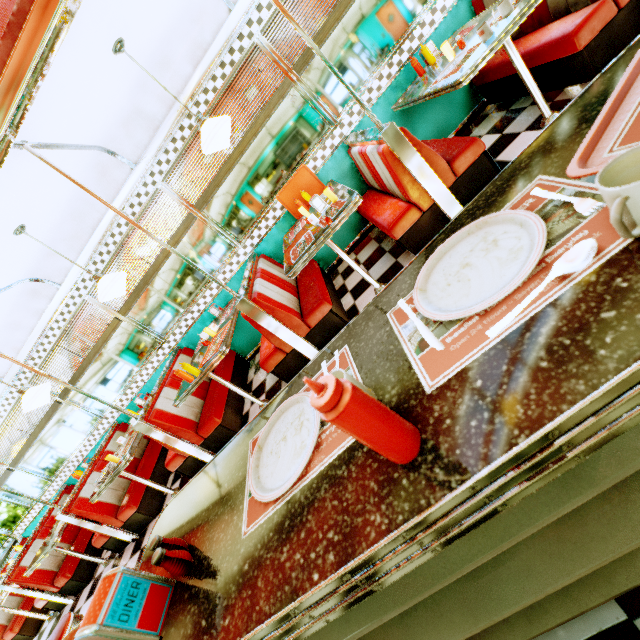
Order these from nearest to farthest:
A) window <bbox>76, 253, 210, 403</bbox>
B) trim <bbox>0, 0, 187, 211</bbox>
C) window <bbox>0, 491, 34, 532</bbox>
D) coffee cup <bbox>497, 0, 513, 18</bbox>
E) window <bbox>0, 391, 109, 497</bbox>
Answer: trim <bbox>0, 0, 187, 211</bbox> < coffee cup <bbox>497, 0, 513, 18</bbox> < window <bbox>76, 253, 210, 403</bbox> < window <bbox>0, 391, 109, 497</bbox> < window <bbox>0, 491, 34, 532</bbox>

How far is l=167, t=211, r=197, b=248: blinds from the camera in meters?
4.3

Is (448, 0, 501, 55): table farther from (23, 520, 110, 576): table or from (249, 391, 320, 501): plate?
(23, 520, 110, 576): table

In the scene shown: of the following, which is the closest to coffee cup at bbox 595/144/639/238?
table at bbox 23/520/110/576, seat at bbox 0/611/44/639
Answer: table at bbox 23/520/110/576

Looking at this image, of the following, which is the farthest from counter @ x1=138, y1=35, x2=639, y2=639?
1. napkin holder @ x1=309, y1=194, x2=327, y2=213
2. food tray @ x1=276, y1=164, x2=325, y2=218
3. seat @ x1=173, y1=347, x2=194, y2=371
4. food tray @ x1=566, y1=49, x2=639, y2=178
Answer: food tray @ x1=276, y1=164, x2=325, y2=218

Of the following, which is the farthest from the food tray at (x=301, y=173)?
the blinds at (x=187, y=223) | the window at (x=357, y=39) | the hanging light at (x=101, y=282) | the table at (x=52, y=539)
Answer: the table at (x=52, y=539)

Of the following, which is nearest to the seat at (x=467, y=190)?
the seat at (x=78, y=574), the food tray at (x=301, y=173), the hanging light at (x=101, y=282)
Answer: the food tray at (x=301, y=173)

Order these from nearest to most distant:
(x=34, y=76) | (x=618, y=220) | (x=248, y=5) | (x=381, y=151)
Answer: (x=618, y=220) < (x=34, y=76) < (x=381, y=151) < (x=248, y=5)
